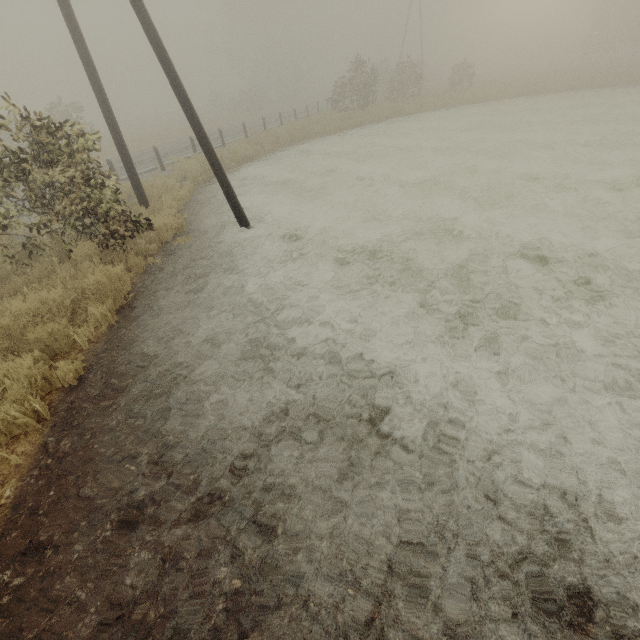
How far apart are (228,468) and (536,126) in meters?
20.6 m

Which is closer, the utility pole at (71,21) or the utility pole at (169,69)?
the utility pole at (169,69)

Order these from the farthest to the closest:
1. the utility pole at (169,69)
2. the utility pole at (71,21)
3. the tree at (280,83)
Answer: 1. the tree at (280,83)
2. the utility pole at (71,21)
3. the utility pole at (169,69)

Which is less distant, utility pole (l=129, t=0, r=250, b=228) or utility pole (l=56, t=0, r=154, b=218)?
utility pole (l=129, t=0, r=250, b=228)

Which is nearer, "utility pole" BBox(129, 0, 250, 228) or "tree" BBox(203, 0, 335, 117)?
"utility pole" BBox(129, 0, 250, 228)

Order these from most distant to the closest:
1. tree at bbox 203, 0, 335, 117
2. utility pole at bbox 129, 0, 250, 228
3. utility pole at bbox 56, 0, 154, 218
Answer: tree at bbox 203, 0, 335, 117 → utility pole at bbox 56, 0, 154, 218 → utility pole at bbox 129, 0, 250, 228
